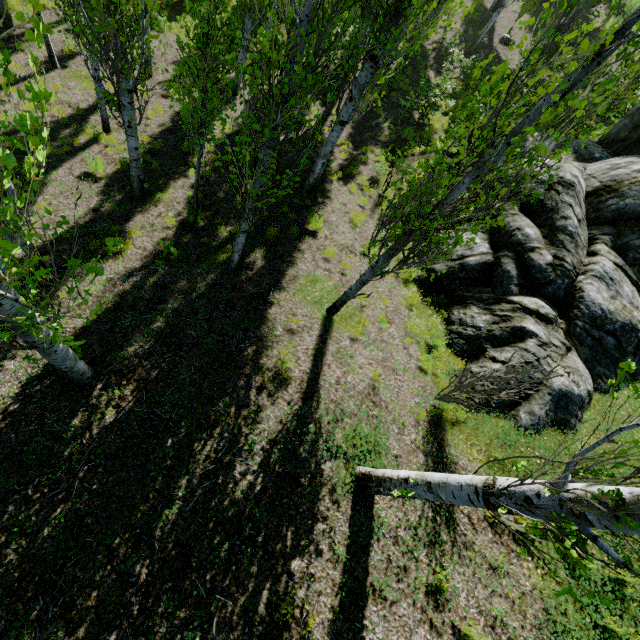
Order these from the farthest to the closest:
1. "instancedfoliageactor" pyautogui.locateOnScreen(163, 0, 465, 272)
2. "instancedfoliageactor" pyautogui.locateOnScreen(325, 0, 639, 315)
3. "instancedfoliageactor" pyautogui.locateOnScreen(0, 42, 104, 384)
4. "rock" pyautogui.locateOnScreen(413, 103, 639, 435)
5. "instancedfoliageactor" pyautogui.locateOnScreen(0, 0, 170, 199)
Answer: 1. "rock" pyautogui.locateOnScreen(413, 103, 639, 435)
2. "instancedfoliageactor" pyautogui.locateOnScreen(0, 0, 170, 199)
3. "instancedfoliageactor" pyautogui.locateOnScreen(163, 0, 465, 272)
4. "instancedfoliageactor" pyautogui.locateOnScreen(325, 0, 639, 315)
5. "instancedfoliageactor" pyautogui.locateOnScreen(0, 42, 104, 384)

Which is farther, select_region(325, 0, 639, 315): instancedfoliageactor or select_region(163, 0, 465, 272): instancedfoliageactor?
select_region(163, 0, 465, 272): instancedfoliageactor

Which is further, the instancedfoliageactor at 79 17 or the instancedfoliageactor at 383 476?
the instancedfoliageactor at 79 17

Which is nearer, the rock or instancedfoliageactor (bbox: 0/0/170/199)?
instancedfoliageactor (bbox: 0/0/170/199)

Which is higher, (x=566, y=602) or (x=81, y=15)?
(x=566, y=602)
